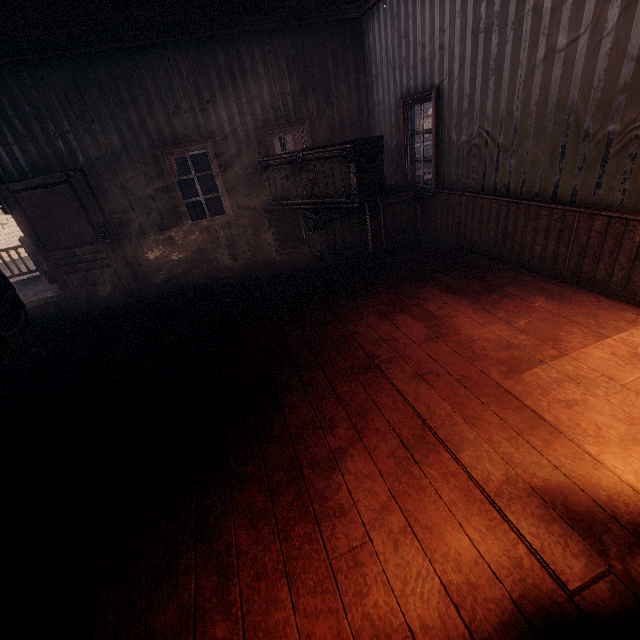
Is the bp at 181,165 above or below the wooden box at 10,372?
above

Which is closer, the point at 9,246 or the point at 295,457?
the point at 295,457

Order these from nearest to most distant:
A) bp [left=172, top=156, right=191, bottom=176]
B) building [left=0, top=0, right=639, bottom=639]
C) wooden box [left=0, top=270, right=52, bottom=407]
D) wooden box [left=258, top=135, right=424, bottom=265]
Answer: building [left=0, top=0, right=639, bottom=639], wooden box [left=0, top=270, right=52, bottom=407], wooden box [left=258, top=135, right=424, bottom=265], bp [left=172, top=156, right=191, bottom=176]

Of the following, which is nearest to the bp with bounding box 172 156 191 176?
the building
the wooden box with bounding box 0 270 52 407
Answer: the building

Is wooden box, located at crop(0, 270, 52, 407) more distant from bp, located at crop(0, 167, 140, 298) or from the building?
bp, located at crop(0, 167, 140, 298)

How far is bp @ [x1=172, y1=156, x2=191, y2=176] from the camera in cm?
1791

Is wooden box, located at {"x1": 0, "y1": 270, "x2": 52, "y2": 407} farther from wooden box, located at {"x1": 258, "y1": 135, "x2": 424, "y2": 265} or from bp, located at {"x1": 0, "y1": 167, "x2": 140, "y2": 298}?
wooden box, located at {"x1": 258, "y1": 135, "x2": 424, "y2": 265}

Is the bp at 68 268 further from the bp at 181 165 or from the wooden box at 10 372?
the bp at 181 165
